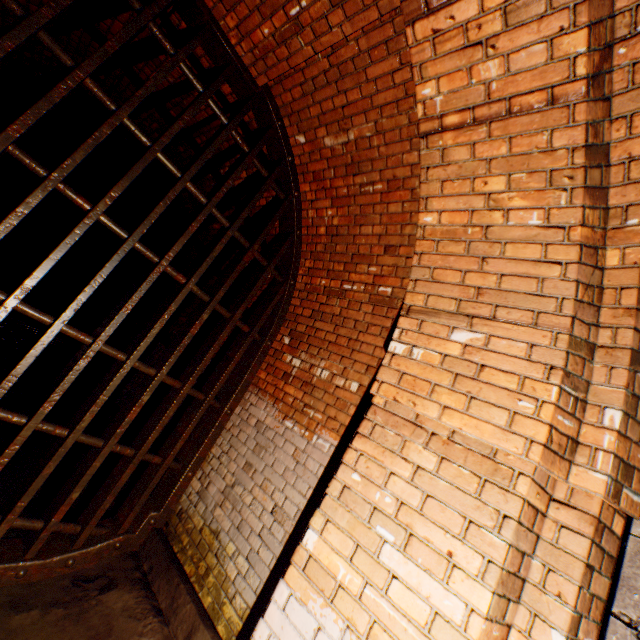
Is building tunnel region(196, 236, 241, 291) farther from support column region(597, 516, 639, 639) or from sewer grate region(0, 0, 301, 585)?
support column region(597, 516, 639, 639)

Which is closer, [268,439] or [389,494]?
[389,494]

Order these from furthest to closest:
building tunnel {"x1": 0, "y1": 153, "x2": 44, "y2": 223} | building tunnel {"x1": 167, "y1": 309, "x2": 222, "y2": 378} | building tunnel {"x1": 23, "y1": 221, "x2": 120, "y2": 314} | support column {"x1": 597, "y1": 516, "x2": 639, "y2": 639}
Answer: building tunnel {"x1": 23, "y1": 221, "x2": 120, "y2": 314} → building tunnel {"x1": 0, "y1": 153, "x2": 44, "y2": 223} → building tunnel {"x1": 167, "y1": 309, "x2": 222, "y2": 378} → support column {"x1": 597, "y1": 516, "x2": 639, "y2": 639}

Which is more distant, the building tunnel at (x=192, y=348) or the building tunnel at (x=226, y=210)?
the building tunnel at (x=192, y=348)

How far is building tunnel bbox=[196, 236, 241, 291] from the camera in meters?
4.9 m

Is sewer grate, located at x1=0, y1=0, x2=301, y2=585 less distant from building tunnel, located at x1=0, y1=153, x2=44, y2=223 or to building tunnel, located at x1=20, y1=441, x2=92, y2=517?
building tunnel, located at x1=20, y1=441, x2=92, y2=517
